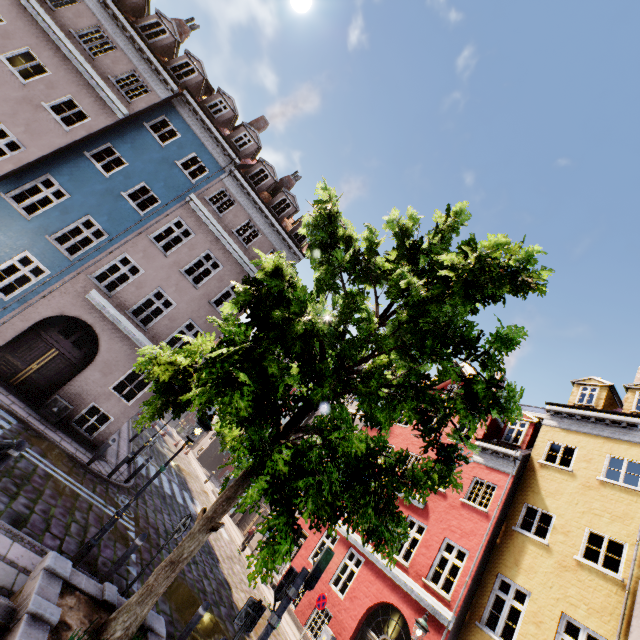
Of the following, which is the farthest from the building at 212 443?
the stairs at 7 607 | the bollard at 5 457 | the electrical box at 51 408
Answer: the bollard at 5 457

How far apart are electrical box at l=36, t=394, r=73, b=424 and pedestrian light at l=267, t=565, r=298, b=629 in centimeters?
1088cm

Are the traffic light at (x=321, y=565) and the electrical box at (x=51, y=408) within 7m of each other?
no

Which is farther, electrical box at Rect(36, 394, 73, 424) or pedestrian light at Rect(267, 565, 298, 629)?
electrical box at Rect(36, 394, 73, 424)

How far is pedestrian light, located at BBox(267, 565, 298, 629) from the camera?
5.8m

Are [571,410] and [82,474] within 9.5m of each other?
no

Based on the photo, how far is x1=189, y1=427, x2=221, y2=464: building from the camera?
35.2m
